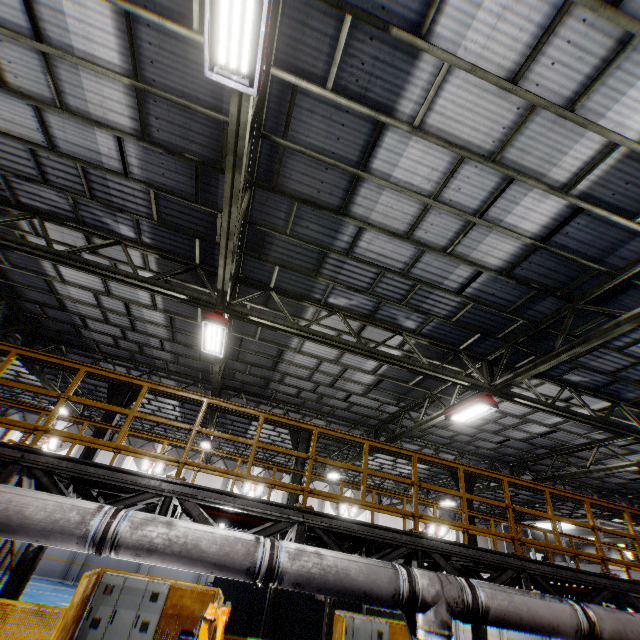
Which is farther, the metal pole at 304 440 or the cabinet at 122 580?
the metal pole at 304 440

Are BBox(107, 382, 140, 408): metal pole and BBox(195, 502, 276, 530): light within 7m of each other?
no

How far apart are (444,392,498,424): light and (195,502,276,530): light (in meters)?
5.90

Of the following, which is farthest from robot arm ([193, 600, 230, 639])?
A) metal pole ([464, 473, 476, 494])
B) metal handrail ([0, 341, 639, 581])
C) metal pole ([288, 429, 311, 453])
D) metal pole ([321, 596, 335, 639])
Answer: metal pole ([464, 473, 476, 494])

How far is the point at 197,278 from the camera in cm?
879

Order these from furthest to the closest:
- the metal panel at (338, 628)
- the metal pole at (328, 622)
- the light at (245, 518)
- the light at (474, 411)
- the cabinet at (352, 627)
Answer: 1. the cabinet at (352, 627)
2. the metal panel at (338, 628)
3. the light at (474, 411)
4. the metal pole at (328, 622)
5. the light at (245, 518)

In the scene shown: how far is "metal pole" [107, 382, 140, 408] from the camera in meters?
12.6 m

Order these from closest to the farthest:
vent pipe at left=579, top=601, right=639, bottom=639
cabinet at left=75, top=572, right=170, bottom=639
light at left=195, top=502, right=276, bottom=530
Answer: vent pipe at left=579, top=601, right=639, bottom=639
light at left=195, top=502, right=276, bottom=530
cabinet at left=75, top=572, right=170, bottom=639
